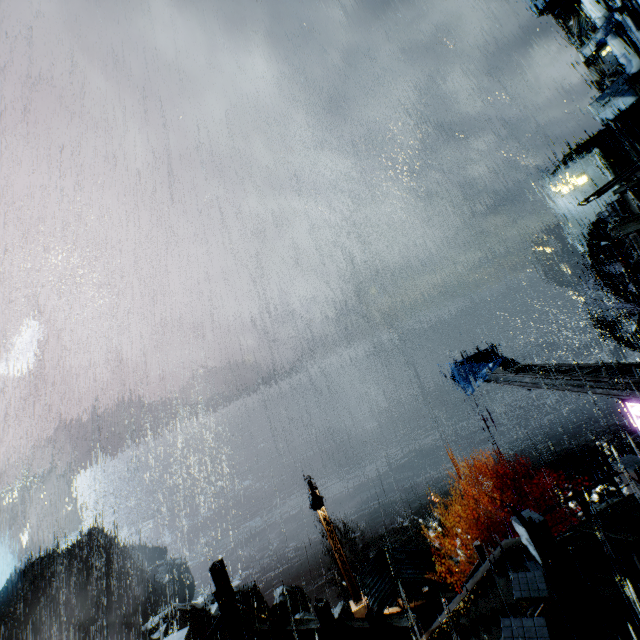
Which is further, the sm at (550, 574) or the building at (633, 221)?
the sm at (550, 574)

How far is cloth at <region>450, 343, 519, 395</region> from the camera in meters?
17.8

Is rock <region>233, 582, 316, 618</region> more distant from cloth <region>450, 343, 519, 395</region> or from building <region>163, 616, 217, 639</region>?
cloth <region>450, 343, 519, 395</region>

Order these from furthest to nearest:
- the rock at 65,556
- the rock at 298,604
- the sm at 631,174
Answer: the rock at 298,604, the rock at 65,556, the sm at 631,174

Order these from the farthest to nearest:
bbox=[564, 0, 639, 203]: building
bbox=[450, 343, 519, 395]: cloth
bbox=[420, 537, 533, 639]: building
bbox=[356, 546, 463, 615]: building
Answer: bbox=[564, 0, 639, 203]: building → bbox=[356, 546, 463, 615]: building → bbox=[450, 343, 519, 395]: cloth → bbox=[420, 537, 533, 639]: building

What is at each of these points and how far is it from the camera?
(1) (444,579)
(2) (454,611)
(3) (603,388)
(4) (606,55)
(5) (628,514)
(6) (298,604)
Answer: (1) building, 20.9m
(2) building, 13.1m
(3) beam, 11.7m
(4) building, 58.0m
(5) building, 11.7m
(6) rock, 50.9m

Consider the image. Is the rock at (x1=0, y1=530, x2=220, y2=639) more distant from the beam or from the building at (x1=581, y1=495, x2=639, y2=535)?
the beam

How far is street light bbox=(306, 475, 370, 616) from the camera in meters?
15.5
